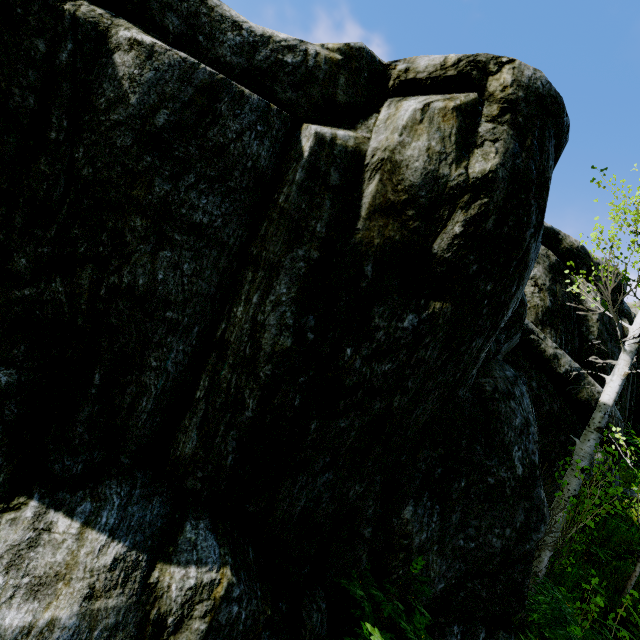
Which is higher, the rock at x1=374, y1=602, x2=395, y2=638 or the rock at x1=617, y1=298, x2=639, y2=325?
the rock at x1=617, y1=298, x2=639, y2=325

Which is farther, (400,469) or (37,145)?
(400,469)

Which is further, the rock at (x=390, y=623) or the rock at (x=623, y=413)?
the rock at (x=623, y=413)

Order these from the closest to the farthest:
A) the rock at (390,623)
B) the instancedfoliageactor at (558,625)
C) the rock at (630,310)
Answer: the rock at (390,623)
the instancedfoliageactor at (558,625)
the rock at (630,310)

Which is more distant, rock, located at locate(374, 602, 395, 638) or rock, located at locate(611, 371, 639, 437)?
rock, located at locate(611, 371, 639, 437)

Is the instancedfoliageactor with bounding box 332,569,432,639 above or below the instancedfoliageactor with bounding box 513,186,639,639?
below

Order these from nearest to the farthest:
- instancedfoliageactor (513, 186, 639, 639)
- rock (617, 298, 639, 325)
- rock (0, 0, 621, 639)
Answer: rock (0, 0, 621, 639), instancedfoliageactor (513, 186, 639, 639), rock (617, 298, 639, 325)
